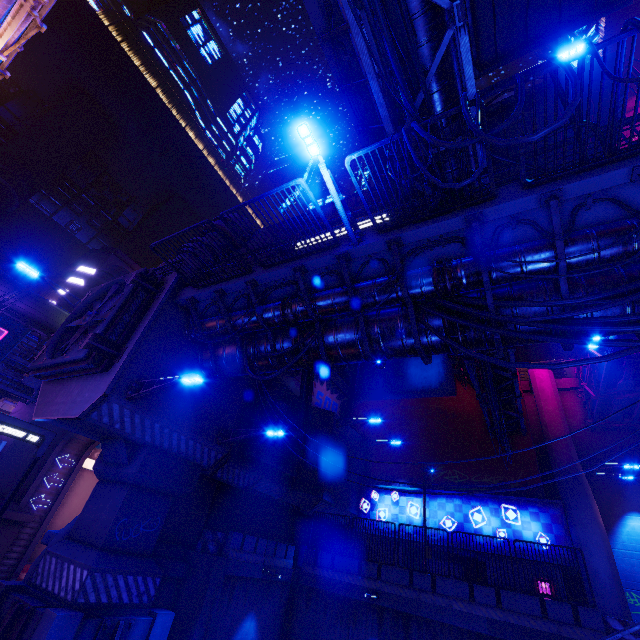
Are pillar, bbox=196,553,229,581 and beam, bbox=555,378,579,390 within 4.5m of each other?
no

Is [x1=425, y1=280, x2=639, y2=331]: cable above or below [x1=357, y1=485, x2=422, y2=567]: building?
above

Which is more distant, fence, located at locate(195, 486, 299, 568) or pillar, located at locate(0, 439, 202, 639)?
fence, located at locate(195, 486, 299, 568)

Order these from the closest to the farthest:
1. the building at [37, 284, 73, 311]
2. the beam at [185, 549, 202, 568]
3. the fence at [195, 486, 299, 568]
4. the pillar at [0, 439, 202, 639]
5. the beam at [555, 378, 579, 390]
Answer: the pillar at [0, 439, 202, 639] → the beam at [185, 549, 202, 568] → the fence at [195, 486, 299, 568] → the beam at [555, 378, 579, 390] → the building at [37, 284, 73, 311]

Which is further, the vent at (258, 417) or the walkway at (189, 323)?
the vent at (258, 417)

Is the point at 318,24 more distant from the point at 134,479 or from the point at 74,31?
the point at 74,31

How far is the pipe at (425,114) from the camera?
7.31m

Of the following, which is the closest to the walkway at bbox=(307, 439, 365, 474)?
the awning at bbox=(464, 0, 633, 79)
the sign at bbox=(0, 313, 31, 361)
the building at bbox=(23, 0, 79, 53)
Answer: the awning at bbox=(464, 0, 633, 79)
